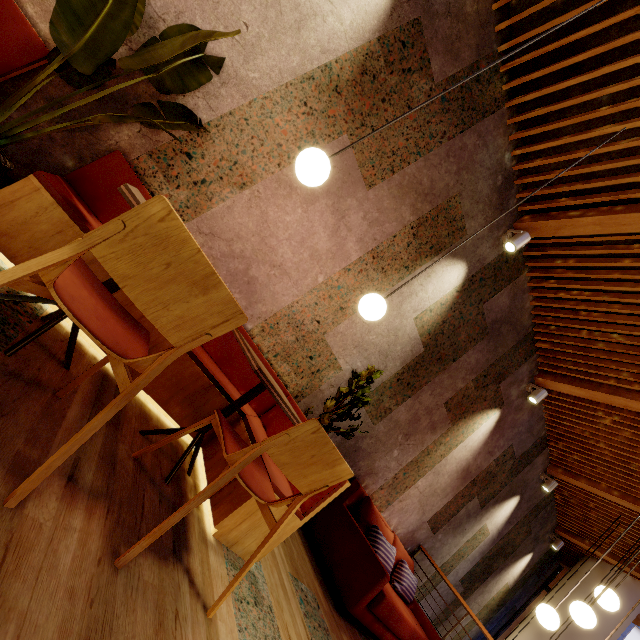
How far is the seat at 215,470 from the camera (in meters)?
2.16

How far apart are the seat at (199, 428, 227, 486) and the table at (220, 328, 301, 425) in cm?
16

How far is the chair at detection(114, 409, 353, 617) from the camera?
1.25m

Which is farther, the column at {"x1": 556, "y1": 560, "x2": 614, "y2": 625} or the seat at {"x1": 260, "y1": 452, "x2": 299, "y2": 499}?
the column at {"x1": 556, "y1": 560, "x2": 614, "y2": 625}

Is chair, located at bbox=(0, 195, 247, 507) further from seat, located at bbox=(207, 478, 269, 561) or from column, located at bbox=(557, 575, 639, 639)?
column, located at bbox=(557, 575, 639, 639)

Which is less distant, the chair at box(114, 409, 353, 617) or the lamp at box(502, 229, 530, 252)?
the chair at box(114, 409, 353, 617)

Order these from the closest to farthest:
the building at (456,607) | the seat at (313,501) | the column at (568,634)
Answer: the seat at (313,501) → the building at (456,607) → the column at (568,634)

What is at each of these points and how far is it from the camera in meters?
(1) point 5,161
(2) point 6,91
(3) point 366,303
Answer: (1) pot, 1.7
(2) building, 1.8
(3) lamp, 2.2
